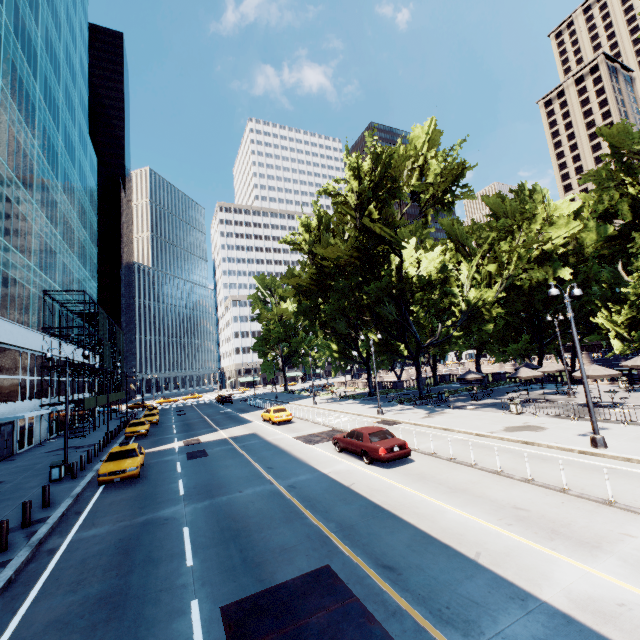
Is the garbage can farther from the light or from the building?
the light

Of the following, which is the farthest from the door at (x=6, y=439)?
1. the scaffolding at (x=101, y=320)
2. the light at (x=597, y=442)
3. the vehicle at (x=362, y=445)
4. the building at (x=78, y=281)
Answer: the light at (x=597, y=442)

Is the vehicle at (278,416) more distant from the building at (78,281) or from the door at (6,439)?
the door at (6,439)

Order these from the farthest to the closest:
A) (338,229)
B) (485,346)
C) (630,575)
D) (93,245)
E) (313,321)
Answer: (93,245)
(313,321)
(485,346)
(338,229)
(630,575)

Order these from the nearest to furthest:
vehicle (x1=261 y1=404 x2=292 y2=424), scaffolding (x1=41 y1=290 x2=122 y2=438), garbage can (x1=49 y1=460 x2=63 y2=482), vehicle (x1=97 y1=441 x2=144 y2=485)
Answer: vehicle (x1=97 y1=441 x2=144 y2=485)
garbage can (x1=49 y1=460 x2=63 y2=482)
vehicle (x1=261 y1=404 x2=292 y2=424)
scaffolding (x1=41 y1=290 x2=122 y2=438)

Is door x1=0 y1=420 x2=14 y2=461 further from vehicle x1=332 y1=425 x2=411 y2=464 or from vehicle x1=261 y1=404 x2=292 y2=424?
vehicle x1=332 y1=425 x2=411 y2=464

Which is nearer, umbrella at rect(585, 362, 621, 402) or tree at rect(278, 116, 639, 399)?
umbrella at rect(585, 362, 621, 402)

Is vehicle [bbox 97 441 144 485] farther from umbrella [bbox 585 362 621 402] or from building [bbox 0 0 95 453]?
umbrella [bbox 585 362 621 402]
